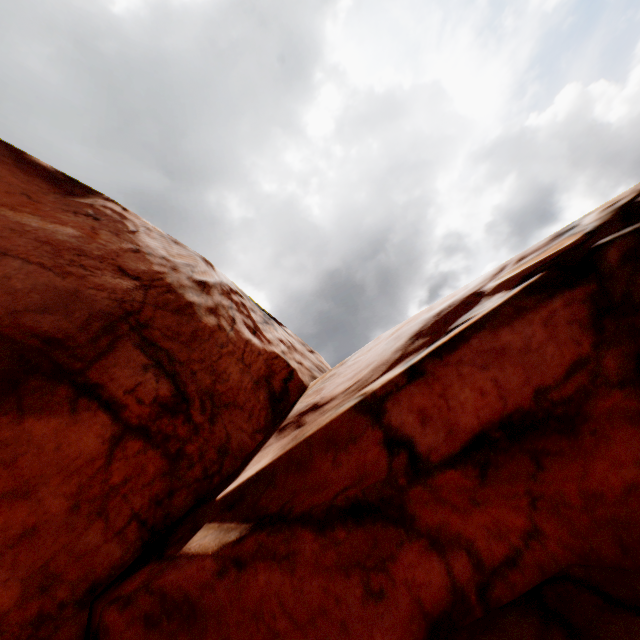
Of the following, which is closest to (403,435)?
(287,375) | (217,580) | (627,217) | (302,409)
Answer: (217,580)
